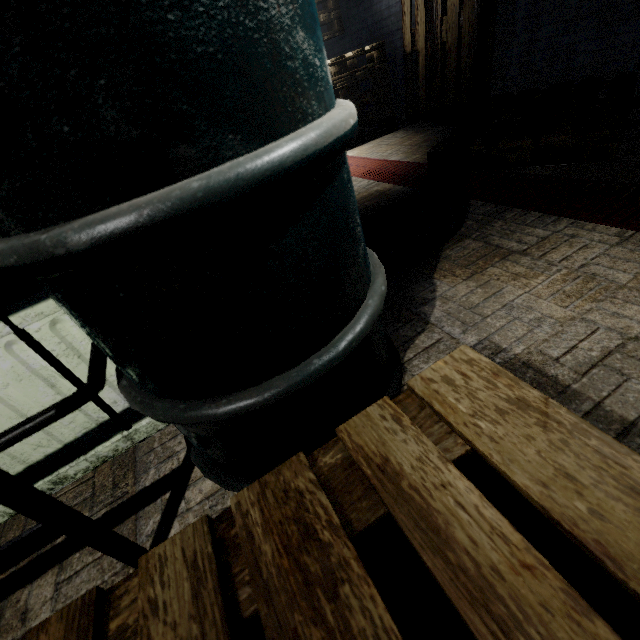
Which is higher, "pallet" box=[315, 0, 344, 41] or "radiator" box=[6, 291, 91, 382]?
"pallet" box=[315, 0, 344, 41]

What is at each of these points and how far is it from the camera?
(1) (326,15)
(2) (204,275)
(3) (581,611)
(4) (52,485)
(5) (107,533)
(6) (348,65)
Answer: (1) pallet, 4.0 meters
(2) barrel, 0.5 meters
(3) pallet, 0.4 meters
(4) radiator, 1.0 meters
(5) sink, 0.7 meters
(6) pallet, 3.8 meters

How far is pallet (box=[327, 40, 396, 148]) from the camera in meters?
3.2 m

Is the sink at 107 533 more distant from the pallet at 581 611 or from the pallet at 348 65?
the pallet at 348 65

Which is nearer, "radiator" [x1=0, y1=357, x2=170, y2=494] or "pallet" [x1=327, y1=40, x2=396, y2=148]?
"radiator" [x1=0, y1=357, x2=170, y2=494]

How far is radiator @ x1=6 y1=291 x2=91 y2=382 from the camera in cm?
76

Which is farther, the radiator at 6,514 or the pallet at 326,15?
the pallet at 326,15

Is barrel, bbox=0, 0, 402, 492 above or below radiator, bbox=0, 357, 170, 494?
above
